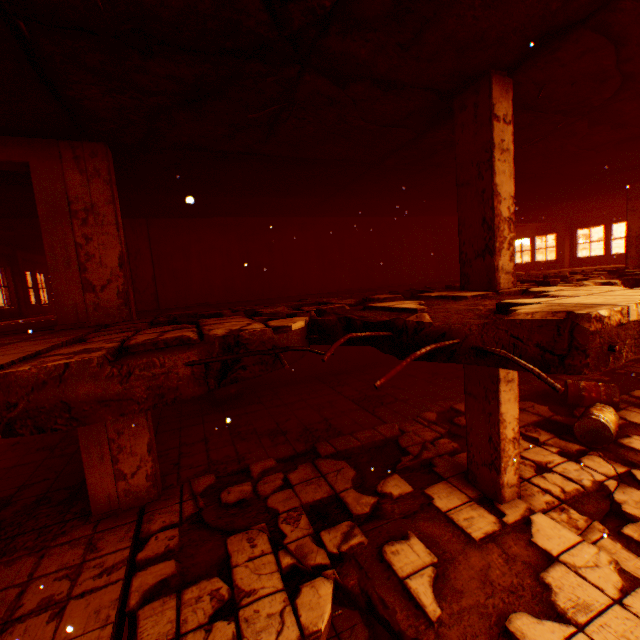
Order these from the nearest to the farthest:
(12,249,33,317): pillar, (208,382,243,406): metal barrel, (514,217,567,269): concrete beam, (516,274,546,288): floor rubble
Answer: (516,274,546,288): floor rubble < (208,382,243,406): metal barrel < (12,249,33,317): pillar < (514,217,567,269): concrete beam

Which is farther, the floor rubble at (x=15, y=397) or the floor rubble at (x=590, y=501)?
the floor rubble at (x=590, y=501)

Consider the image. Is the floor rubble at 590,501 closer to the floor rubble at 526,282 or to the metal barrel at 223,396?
the floor rubble at 526,282

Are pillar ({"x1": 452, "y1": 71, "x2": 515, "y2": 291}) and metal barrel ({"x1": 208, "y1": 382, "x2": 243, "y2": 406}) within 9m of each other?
yes

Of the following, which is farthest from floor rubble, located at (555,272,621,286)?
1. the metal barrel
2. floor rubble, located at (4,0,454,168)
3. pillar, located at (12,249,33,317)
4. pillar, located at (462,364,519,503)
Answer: pillar, located at (12,249,33,317)

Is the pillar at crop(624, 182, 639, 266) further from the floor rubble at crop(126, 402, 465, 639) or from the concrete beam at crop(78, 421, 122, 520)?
the concrete beam at crop(78, 421, 122, 520)

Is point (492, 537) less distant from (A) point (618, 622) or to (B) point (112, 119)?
(A) point (618, 622)

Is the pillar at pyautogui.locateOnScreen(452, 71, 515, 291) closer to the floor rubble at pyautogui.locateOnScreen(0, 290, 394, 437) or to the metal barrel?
the floor rubble at pyautogui.locateOnScreen(0, 290, 394, 437)
